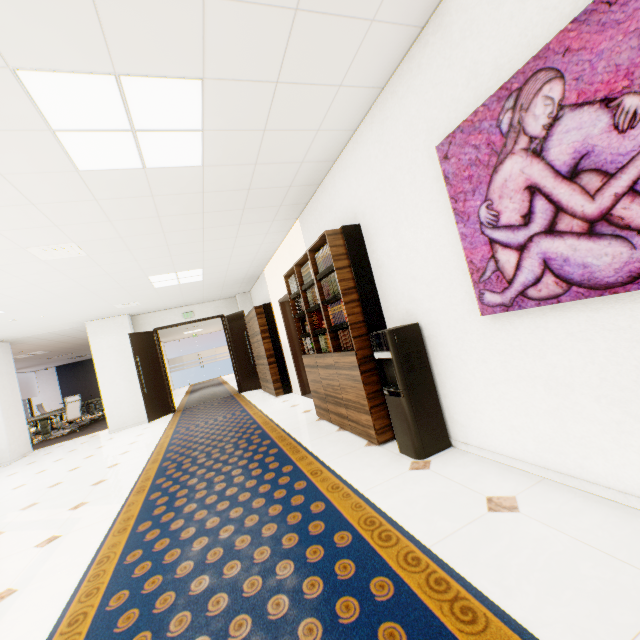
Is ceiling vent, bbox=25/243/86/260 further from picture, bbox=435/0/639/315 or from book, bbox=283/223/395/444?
picture, bbox=435/0/639/315

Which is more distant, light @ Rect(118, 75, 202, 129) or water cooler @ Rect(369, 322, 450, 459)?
water cooler @ Rect(369, 322, 450, 459)

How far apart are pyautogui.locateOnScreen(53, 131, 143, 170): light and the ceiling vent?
1.64m

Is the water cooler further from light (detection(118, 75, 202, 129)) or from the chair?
the chair

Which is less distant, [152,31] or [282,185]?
[152,31]

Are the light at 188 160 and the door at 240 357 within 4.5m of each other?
no

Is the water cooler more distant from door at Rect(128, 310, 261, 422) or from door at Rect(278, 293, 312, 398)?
door at Rect(128, 310, 261, 422)

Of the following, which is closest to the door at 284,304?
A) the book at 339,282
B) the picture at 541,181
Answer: the book at 339,282
